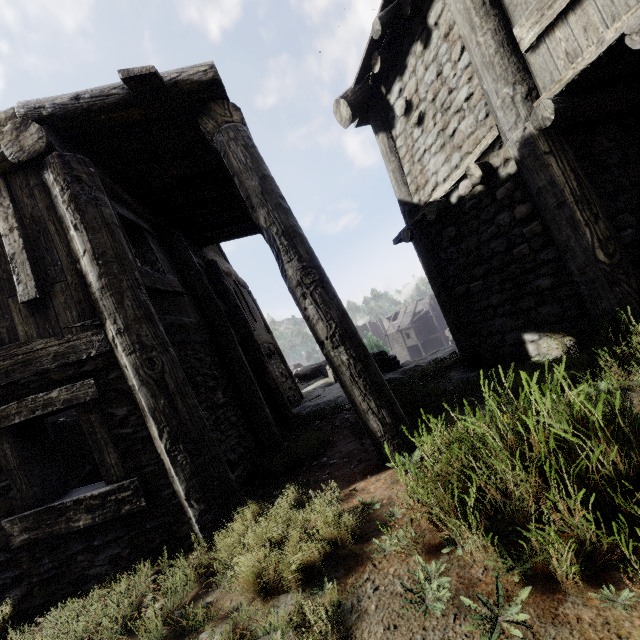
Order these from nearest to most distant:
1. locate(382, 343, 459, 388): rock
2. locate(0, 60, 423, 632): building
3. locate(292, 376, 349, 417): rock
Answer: locate(0, 60, 423, 632): building
locate(382, 343, 459, 388): rock
locate(292, 376, 349, 417): rock

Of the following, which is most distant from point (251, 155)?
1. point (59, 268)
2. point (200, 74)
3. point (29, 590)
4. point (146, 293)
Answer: point (29, 590)

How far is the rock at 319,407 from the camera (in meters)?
7.61

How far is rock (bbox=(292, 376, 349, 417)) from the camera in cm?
761

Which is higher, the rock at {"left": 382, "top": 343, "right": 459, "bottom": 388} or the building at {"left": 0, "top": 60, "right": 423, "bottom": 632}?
the building at {"left": 0, "top": 60, "right": 423, "bottom": 632}

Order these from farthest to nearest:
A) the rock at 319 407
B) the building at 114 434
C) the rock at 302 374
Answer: the rock at 302 374 → the rock at 319 407 → the building at 114 434
